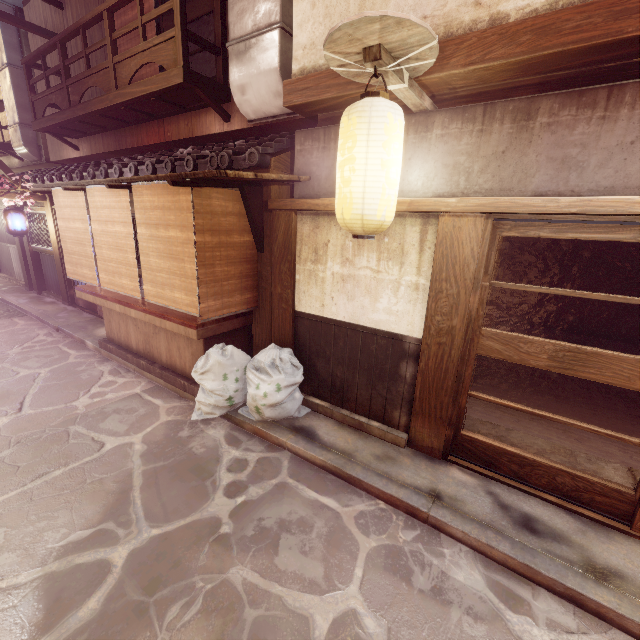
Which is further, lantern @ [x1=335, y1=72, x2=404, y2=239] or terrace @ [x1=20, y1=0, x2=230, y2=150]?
terrace @ [x1=20, y1=0, x2=230, y2=150]

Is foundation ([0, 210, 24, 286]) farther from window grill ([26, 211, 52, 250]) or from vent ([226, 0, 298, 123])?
vent ([226, 0, 298, 123])

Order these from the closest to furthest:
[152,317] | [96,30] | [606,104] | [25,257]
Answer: [606,104]
[152,317]
[96,30]
[25,257]

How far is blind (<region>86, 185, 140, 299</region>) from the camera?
8.5 meters

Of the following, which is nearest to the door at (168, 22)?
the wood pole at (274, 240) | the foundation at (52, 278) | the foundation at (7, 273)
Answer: the wood pole at (274, 240)

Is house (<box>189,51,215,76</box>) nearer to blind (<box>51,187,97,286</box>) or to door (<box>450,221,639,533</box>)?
blind (<box>51,187,97,286</box>)

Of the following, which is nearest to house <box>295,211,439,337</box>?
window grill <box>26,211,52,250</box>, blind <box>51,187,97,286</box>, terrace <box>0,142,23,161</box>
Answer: blind <box>51,187,97,286</box>

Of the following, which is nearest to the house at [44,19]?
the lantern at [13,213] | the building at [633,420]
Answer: the lantern at [13,213]
